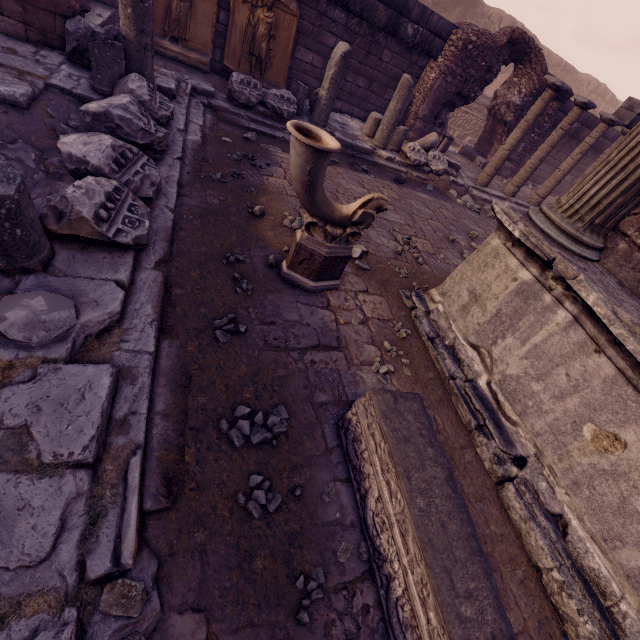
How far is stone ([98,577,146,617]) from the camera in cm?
128

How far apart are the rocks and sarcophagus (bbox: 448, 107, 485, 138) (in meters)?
7.94

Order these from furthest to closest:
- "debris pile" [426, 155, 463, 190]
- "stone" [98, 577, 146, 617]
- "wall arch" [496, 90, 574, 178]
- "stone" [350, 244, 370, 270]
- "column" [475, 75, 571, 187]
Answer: "wall arch" [496, 90, 574, 178] < "debris pile" [426, 155, 463, 190] < "column" [475, 75, 571, 187] < "stone" [350, 244, 370, 270] < "stone" [98, 577, 146, 617]

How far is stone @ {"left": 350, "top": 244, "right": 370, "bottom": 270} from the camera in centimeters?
368cm

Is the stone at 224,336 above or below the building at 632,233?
below

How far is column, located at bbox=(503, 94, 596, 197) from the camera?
7.9 meters

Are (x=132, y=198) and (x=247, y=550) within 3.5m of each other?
yes

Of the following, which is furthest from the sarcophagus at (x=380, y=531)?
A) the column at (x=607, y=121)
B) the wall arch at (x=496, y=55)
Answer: the column at (x=607, y=121)
